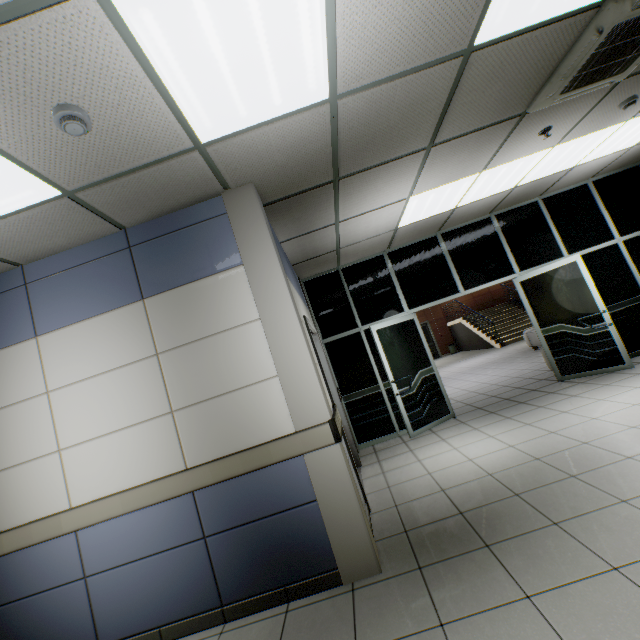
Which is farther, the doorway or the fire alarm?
the doorway

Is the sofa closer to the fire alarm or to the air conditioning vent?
the air conditioning vent

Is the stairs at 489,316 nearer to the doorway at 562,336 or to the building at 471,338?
the building at 471,338

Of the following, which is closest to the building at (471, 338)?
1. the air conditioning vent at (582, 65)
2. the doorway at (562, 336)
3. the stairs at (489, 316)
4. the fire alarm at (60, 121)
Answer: the stairs at (489, 316)

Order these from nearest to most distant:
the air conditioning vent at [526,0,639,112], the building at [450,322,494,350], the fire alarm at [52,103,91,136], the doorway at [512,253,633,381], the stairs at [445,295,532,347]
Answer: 1. the fire alarm at [52,103,91,136]
2. the air conditioning vent at [526,0,639,112]
3. the doorway at [512,253,633,381]
4. the stairs at [445,295,532,347]
5. the building at [450,322,494,350]

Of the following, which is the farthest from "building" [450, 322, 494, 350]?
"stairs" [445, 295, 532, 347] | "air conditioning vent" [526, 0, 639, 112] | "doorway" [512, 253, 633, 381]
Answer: "air conditioning vent" [526, 0, 639, 112]

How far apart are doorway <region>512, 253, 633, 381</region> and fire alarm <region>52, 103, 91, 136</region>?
6.37m

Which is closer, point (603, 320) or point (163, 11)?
point (163, 11)
